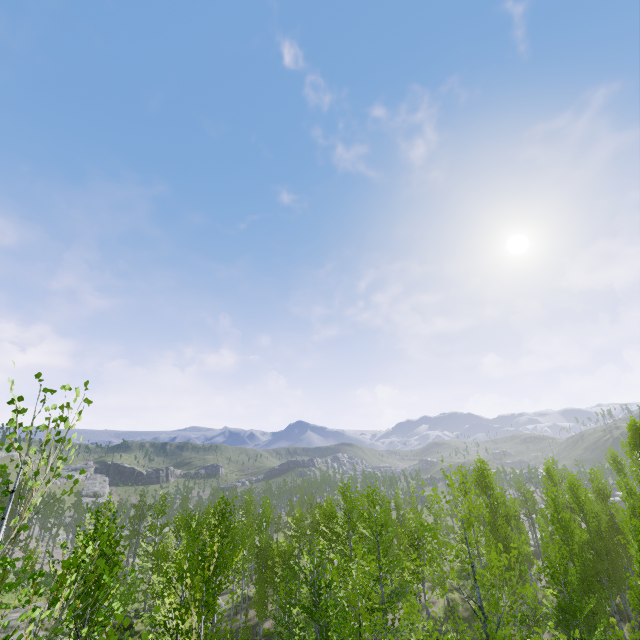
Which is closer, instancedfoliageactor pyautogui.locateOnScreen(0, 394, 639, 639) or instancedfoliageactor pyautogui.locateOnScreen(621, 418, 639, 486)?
instancedfoliageactor pyautogui.locateOnScreen(0, 394, 639, 639)

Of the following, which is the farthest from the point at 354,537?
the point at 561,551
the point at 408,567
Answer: the point at 561,551

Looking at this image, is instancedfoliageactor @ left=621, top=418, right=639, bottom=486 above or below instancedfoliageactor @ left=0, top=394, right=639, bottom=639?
above

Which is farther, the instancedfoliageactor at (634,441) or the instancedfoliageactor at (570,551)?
the instancedfoliageactor at (634,441)

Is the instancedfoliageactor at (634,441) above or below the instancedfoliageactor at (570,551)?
above
